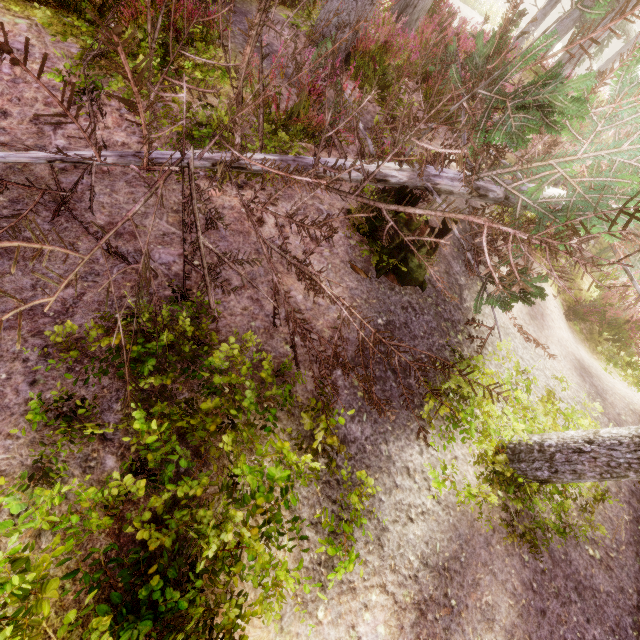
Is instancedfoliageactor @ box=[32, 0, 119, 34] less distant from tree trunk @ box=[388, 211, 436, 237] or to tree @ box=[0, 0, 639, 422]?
tree @ box=[0, 0, 639, 422]

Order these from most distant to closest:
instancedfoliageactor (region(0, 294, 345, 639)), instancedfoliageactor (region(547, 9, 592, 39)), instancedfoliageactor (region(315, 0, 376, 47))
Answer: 1. instancedfoliageactor (region(547, 9, 592, 39))
2. instancedfoliageactor (region(315, 0, 376, 47))
3. instancedfoliageactor (region(0, 294, 345, 639))

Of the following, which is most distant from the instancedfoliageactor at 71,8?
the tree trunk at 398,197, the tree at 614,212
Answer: the tree trunk at 398,197

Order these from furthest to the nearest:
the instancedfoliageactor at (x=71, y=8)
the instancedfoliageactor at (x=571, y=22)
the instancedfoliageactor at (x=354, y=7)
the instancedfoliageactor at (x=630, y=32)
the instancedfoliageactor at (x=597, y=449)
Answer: the instancedfoliageactor at (x=571, y=22) → the instancedfoliageactor at (x=630, y=32) → the instancedfoliageactor at (x=354, y=7) → the instancedfoliageactor at (x=71, y=8) → the instancedfoliageactor at (x=597, y=449)

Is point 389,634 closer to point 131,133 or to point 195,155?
point 195,155

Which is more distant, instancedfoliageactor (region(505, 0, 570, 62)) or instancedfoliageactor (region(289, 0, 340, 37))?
instancedfoliageactor (region(505, 0, 570, 62))

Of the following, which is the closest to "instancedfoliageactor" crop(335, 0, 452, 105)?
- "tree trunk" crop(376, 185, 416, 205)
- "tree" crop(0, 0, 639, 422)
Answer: "tree" crop(0, 0, 639, 422)
